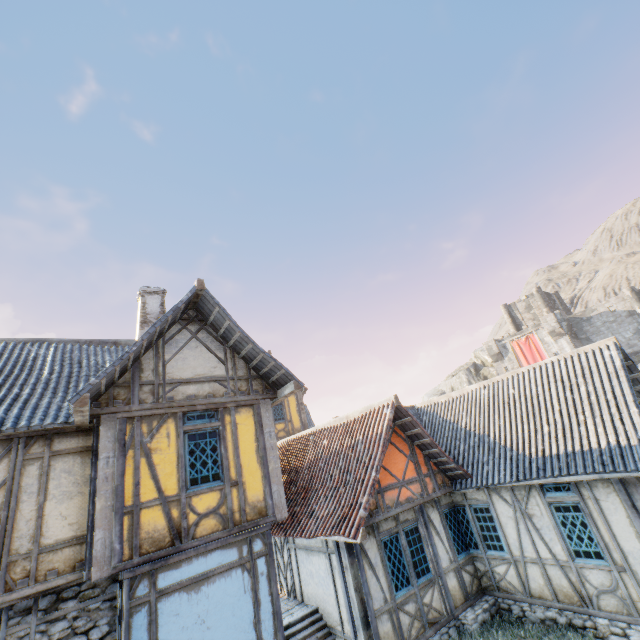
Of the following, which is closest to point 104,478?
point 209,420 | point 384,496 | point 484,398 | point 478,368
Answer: point 209,420

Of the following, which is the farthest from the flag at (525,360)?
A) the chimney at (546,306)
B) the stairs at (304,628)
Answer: the stairs at (304,628)

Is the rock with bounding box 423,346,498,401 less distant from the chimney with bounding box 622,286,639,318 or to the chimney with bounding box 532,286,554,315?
the chimney with bounding box 622,286,639,318

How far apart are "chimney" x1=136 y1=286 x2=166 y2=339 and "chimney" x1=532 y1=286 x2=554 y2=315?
46.10m

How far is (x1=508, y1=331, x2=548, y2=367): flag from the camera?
38.2m

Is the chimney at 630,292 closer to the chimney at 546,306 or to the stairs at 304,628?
Answer: the chimney at 546,306

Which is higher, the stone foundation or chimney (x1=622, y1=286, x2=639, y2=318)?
chimney (x1=622, y1=286, x2=639, y2=318)

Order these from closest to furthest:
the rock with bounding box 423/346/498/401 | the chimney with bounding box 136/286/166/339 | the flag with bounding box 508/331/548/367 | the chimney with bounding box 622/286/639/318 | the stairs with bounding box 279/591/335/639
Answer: the stairs with bounding box 279/591/335/639 < the chimney with bounding box 136/286/166/339 < the chimney with bounding box 622/286/639/318 < the flag with bounding box 508/331/548/367 < the rock with bounding box 423/346/498/401
